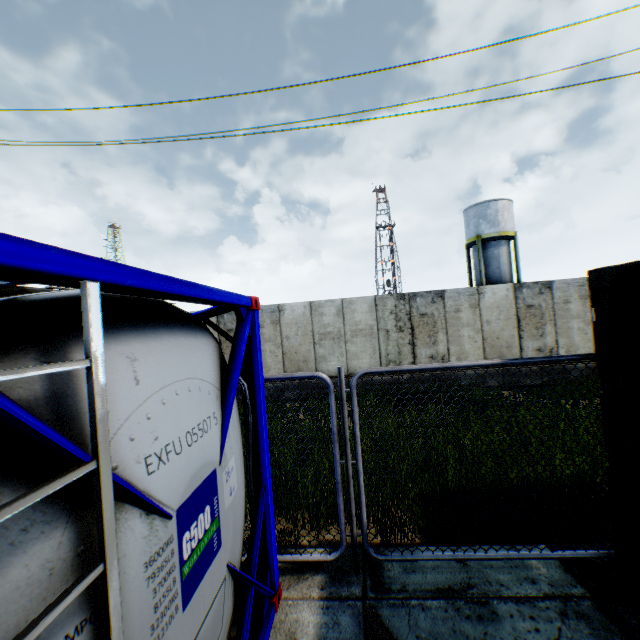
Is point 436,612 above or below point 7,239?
below

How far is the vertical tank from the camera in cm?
2816

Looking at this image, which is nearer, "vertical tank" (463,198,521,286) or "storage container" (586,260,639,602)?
"storage container" (586,260,639,602)

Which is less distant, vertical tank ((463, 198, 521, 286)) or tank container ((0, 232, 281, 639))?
tank container ((0, 232, 281, 639))

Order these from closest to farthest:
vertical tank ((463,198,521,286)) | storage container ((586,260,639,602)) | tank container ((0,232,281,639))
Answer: tank container ((0,232,281,639)), storage container ((586,260,639,602)), vertical tank ((463,198,521,286))

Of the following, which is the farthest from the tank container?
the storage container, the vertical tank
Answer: the vertical tank

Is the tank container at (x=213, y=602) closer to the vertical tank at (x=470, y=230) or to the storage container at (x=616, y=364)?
the storage container at (x=616, y=364)

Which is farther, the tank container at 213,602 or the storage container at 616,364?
the storage container at 616,364
